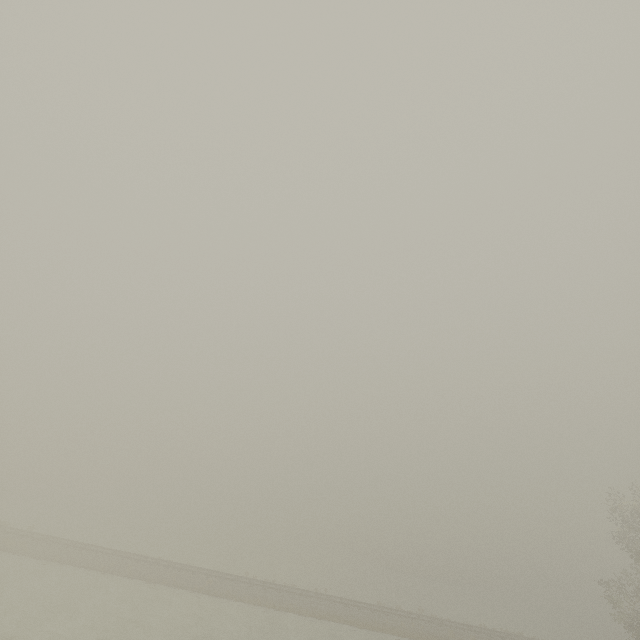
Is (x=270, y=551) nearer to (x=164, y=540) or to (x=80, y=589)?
(x=164, y=540)
